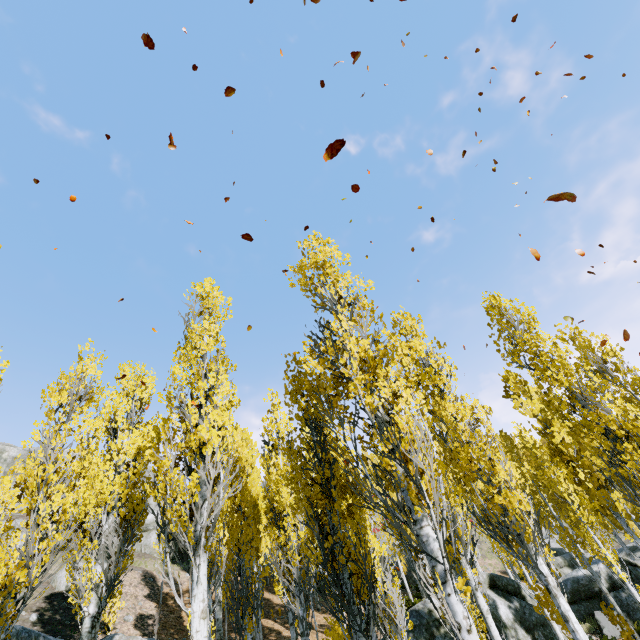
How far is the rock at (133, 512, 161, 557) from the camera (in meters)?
27.34

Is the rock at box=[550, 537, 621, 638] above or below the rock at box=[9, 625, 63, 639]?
below

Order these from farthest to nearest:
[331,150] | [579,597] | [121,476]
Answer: [579,597] < [121,476] < [331,150]

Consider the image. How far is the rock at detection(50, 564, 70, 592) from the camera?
18.7m

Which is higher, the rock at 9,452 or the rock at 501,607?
the rock at 9,452

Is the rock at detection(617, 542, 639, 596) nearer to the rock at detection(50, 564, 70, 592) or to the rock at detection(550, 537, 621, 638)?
the rock at detection(550, 537, 621, 638)

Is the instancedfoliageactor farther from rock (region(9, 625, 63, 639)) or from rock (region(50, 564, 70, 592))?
rock (region(50, 564, 70, 592))

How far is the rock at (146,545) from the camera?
27.3m
